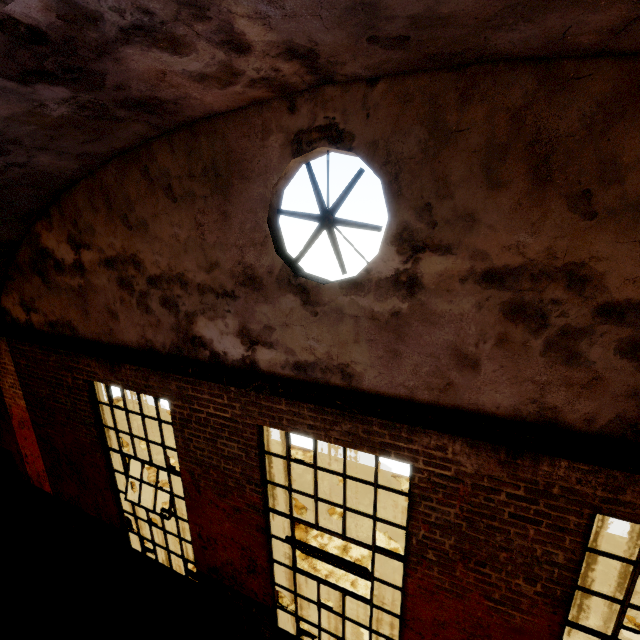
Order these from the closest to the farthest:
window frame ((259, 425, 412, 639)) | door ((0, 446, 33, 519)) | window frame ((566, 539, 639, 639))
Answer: window frame ((566, 539, 639, 639)) < window frame ((259, 425, 412, 639)) < door ((0, 446, 33, 519))

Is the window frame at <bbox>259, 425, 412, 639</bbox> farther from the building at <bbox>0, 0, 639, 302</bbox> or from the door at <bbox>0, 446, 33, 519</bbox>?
the door at <bbox>0, 446, 33, 519</bbox>

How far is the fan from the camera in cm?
273

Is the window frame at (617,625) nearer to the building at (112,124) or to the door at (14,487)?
the building at (112,124)

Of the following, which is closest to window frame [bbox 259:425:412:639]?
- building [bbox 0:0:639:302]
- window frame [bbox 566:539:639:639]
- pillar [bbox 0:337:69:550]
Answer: window frame [bbox 566:539:639:639]

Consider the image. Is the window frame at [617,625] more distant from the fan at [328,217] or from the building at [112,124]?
the fan at [328,217]

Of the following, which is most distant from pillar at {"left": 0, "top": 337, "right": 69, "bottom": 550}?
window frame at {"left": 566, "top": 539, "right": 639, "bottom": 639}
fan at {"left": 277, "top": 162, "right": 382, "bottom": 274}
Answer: window frame at {"left": 566, "top": 539, "right": 639, "bottom": 639}

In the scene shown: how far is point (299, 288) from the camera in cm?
304
